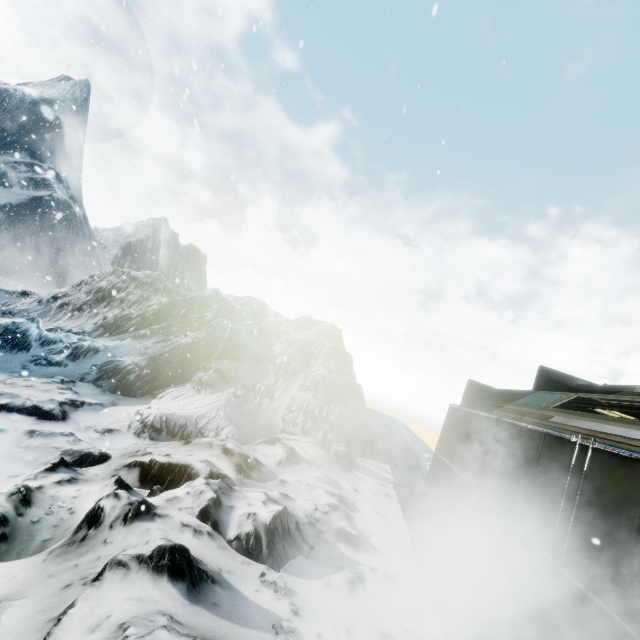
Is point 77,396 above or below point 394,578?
below
